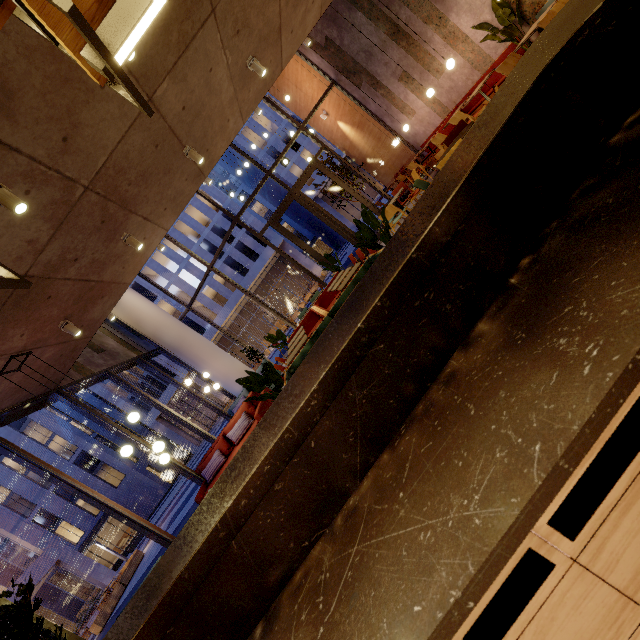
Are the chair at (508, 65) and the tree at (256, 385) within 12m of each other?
yes

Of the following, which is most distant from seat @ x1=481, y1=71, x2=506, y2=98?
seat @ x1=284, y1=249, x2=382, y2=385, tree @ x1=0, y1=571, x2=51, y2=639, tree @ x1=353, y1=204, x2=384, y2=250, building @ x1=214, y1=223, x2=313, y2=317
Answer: building @ x1=214, y1=223, x2=313, y2=317

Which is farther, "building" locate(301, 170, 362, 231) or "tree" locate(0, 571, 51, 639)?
"building" locate(301, 170, 362, 231)

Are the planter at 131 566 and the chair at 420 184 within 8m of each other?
no

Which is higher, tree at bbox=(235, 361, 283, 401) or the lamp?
the lamp

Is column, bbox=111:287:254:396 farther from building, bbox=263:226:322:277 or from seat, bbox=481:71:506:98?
building, bbox=263:226:322:277

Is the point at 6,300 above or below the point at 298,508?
above

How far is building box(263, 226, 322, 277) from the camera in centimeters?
3491cm
